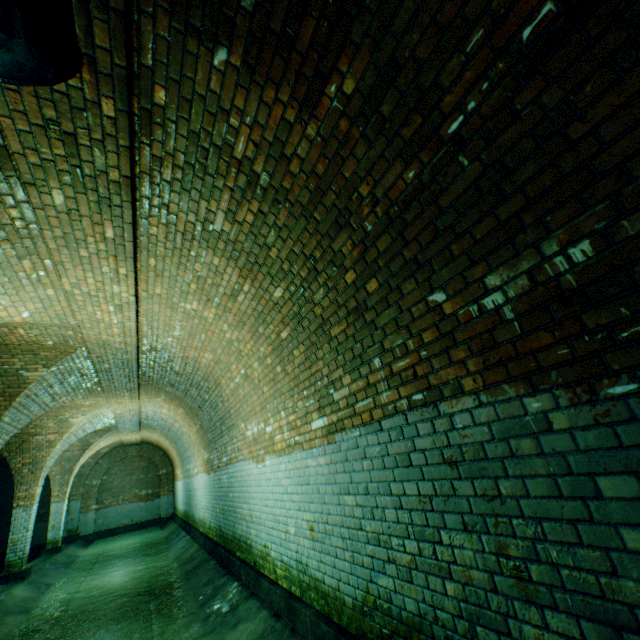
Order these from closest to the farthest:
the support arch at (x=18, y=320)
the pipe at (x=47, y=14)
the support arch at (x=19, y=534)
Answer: the pipe at (x=47, y=14) → the support arch at (x=18, y=320) → the support arch at (x=19, y=534)

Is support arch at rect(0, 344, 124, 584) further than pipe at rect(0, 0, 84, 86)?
Yes

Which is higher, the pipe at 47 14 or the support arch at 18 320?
the support arch at 18 320

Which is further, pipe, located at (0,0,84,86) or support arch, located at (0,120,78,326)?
support arch, located at (0,120,78,326)

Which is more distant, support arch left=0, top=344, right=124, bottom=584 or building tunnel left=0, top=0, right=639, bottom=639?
support arch left=0, top=344, right=124, bottom=584

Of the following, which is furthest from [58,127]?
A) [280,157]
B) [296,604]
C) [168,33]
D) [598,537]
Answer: [296,604]

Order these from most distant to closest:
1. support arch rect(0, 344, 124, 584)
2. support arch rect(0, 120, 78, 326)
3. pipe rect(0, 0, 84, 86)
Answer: support arch rect(0, 344, 124, 584), support arch rect(0, 120, 78, 326), pipe rect(0, 0, 84, 86)

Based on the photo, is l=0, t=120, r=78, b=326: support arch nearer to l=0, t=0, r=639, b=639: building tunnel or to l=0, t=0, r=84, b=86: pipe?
l=0, t=0, r=639, b=639: building tunnel
